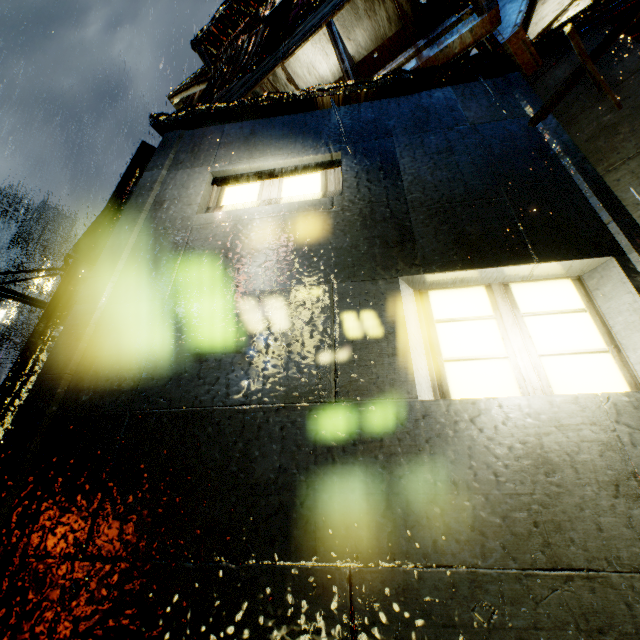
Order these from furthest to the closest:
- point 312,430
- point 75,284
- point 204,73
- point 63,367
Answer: point 204,73 → point 75,284 → point 63,367 → point 312,430
